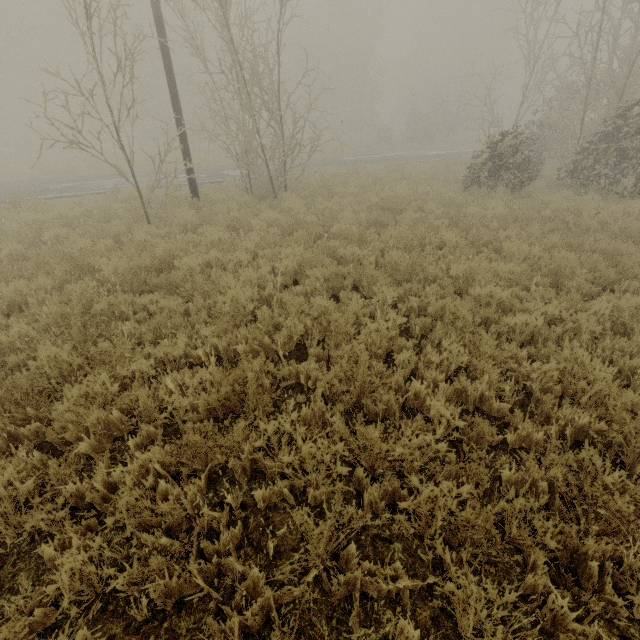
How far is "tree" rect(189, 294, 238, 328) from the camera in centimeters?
505cm

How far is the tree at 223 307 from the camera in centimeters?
505cm

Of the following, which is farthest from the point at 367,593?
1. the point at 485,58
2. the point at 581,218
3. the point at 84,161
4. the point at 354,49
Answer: the point at 485,58
